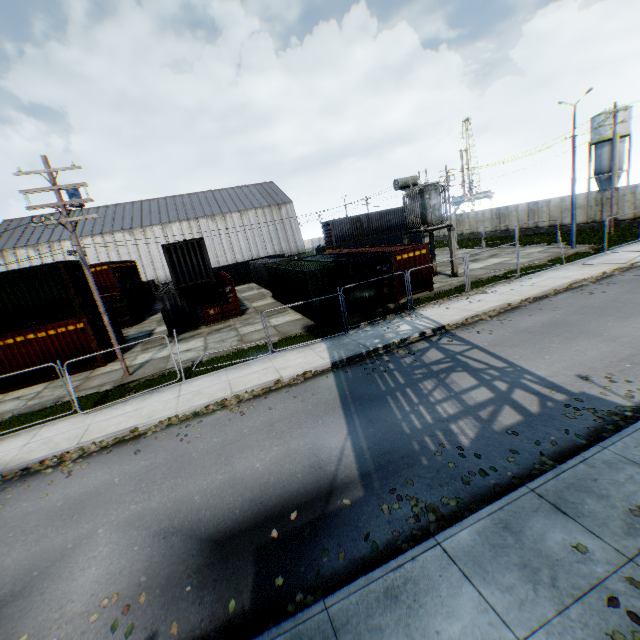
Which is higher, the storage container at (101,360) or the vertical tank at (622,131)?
the vertical tank at (622,131)

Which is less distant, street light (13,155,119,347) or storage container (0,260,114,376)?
street light (13,155,119,347)

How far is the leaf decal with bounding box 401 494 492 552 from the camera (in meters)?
5.15

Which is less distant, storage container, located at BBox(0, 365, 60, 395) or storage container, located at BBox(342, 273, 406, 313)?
storage container, located at BBox(0, 365, 60, 395)

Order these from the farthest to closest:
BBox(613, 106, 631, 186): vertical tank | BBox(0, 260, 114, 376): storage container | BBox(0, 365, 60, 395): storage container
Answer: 1. BBox(613, 106, 631, 186): vertical tank
2. BBox(0, 365, 60, 395): storage container
3. BBox(0, 260, 114, 376): storage container

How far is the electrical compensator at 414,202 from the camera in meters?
20.8 m

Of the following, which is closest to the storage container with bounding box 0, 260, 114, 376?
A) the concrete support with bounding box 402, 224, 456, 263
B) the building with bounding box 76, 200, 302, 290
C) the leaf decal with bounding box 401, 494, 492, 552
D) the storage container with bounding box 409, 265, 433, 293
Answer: the storage container with bounding box 409, 265, 433, 293

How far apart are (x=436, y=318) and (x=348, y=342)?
4.4 meters
